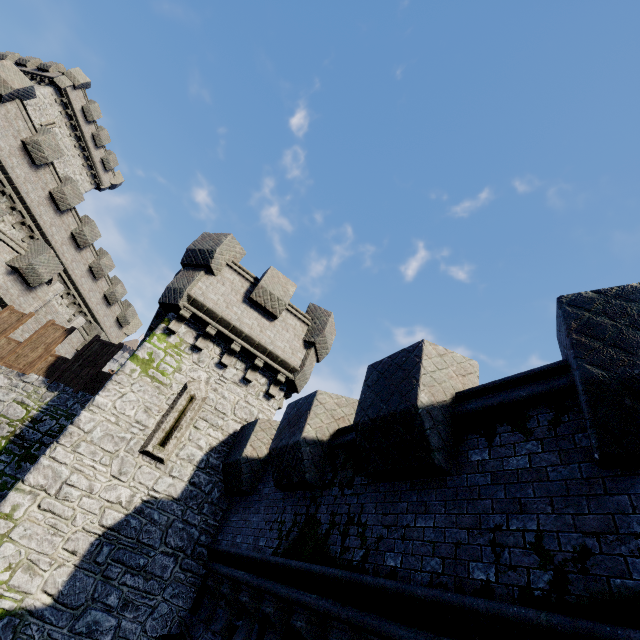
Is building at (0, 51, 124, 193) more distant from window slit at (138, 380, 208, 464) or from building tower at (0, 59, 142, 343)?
window slit at (138, 380, 208, 464)

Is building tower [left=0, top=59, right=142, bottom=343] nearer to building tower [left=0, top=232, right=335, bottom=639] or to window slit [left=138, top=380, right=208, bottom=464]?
building tower [left=0, top=232, right=335, bottom=639]

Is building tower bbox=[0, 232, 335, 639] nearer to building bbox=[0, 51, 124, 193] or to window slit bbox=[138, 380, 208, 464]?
window slit bbox=[138, 380, 208, 464]

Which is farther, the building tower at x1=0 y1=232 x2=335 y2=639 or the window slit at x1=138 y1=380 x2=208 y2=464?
the window slit at x1=138 y1=380 x2=208 y2=464

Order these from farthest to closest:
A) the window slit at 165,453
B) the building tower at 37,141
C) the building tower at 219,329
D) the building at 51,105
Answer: the building at 51,105 → the building tower at 37,141 → the window slit at 165,453 → the building tower at 219,329

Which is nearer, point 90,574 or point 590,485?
point 590,485

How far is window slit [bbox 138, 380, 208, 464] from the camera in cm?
870

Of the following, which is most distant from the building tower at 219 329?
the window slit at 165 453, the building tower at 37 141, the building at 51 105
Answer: the building at 51 105
